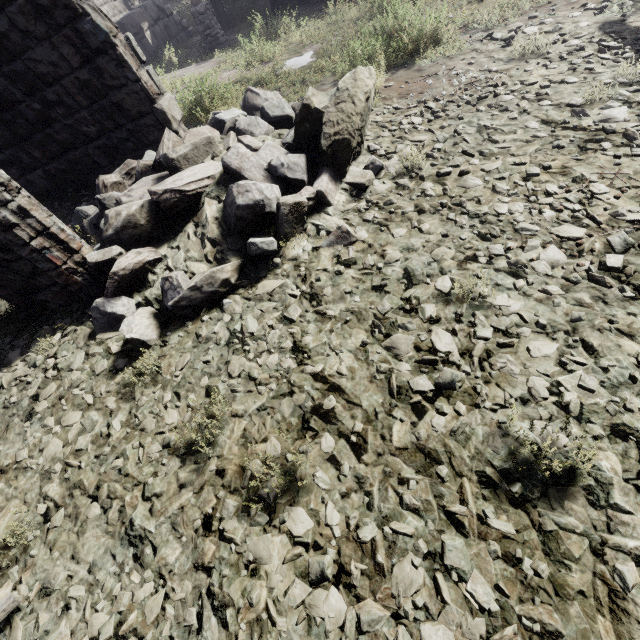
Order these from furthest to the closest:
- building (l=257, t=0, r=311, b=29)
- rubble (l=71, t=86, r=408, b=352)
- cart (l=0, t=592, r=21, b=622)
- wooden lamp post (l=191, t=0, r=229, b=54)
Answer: wooden lamp post (l=191, t=0, r=229, b=54)
building (l=257, t=0, r=311, b=29)
rubble (l=71, t=86, r=408, b=352)
cart (l=0, t=592, r=21, b=622)

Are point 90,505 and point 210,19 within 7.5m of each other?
no

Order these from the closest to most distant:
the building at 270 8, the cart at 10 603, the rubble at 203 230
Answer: the cart at 10 603 < the rubble at 203 230 < the building at 270 8

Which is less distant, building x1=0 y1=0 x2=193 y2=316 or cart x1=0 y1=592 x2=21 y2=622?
cart x1=0 y1=592 x2=21 y2=622

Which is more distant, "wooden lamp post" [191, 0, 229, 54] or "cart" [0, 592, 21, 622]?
"wooden lamp post" [191, 0, 229, 54]

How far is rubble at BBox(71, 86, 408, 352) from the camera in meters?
3.3

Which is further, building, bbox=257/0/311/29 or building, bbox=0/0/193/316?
building, bbox=257/0/311/29

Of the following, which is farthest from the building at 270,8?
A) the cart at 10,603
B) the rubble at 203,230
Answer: the cart at 10,603
